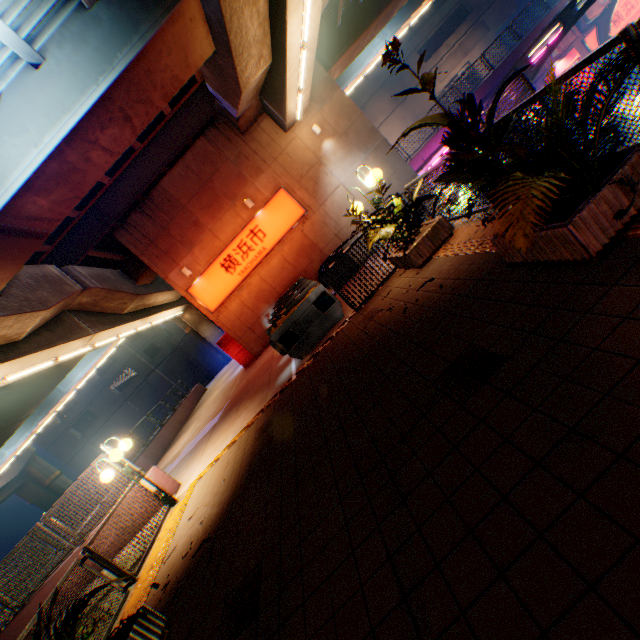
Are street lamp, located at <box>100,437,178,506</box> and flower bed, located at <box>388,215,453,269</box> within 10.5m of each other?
yes

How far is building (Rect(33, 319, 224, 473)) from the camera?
39.7 meters

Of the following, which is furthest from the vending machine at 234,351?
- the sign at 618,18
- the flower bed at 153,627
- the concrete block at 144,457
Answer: the sign at 618,18

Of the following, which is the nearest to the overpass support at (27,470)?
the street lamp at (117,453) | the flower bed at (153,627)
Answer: the flower bed at (153,627)

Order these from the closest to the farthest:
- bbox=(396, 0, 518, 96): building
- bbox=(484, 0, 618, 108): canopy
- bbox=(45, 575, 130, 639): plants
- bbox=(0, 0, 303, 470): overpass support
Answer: bbox=(45, 575, 130, 639): plants, bbox=(0, 0, 303, 470): overpass support, bbox=(484, 0, 618, 108): canopy, bbox=(396, 0, 518, 96): building

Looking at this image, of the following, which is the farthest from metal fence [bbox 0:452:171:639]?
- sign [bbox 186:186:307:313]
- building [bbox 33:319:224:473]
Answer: building [bbox 33:319:224:473]

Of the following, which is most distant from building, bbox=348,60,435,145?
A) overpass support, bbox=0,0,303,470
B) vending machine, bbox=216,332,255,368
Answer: vending machine, bbox=216,332,255,368

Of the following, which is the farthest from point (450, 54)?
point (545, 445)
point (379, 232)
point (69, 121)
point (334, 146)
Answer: point (545, 445)
